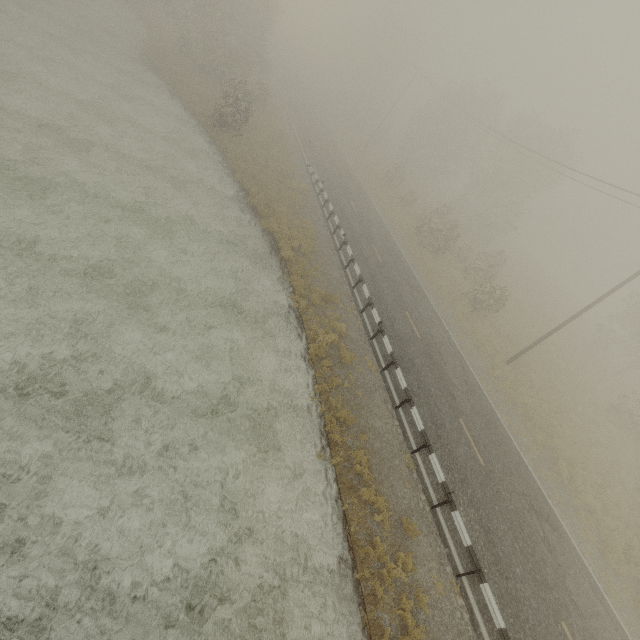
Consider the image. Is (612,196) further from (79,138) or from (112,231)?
(79,138)
